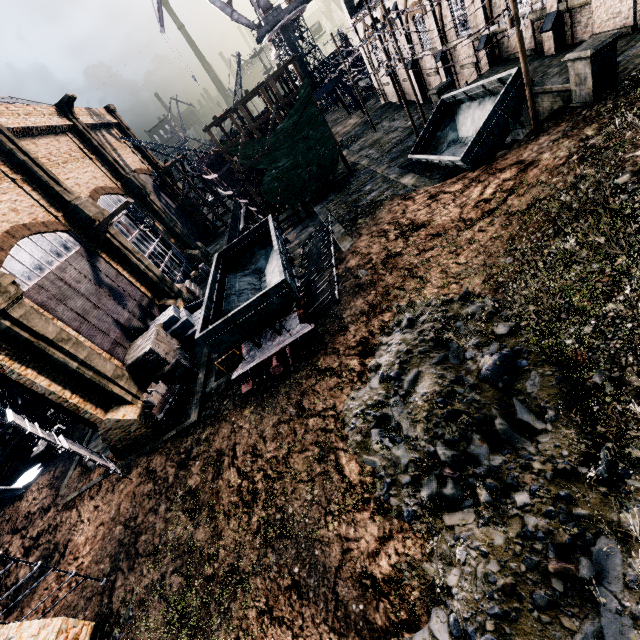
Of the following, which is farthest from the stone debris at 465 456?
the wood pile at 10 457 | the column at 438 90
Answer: the wood pile at 10 457

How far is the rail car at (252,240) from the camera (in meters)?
14.50

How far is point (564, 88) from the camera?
13.5m

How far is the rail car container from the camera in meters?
14.1

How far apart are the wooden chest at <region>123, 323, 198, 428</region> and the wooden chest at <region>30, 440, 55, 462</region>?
12.1m

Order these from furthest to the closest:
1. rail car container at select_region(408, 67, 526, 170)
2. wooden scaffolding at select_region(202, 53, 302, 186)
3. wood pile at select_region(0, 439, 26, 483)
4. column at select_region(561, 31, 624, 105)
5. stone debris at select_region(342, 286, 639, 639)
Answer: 1. wood pile at select_region(0, 439, 26, 483)
2. wooden scaffolding at select_region(202, 53, 302, 186)
3. rail car container at select_region(408, 67, 526, 170)
4. column at select_region(561, 31, 624, 105)
5. stone debris at select_region(342, 286, 639, 639)

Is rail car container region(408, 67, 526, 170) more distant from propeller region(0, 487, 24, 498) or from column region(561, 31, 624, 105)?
propeller region(0, 487, 24, 498)

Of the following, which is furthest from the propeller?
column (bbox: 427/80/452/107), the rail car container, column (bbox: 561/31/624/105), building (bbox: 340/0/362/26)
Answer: column (bbox: 427/80/452/107)
